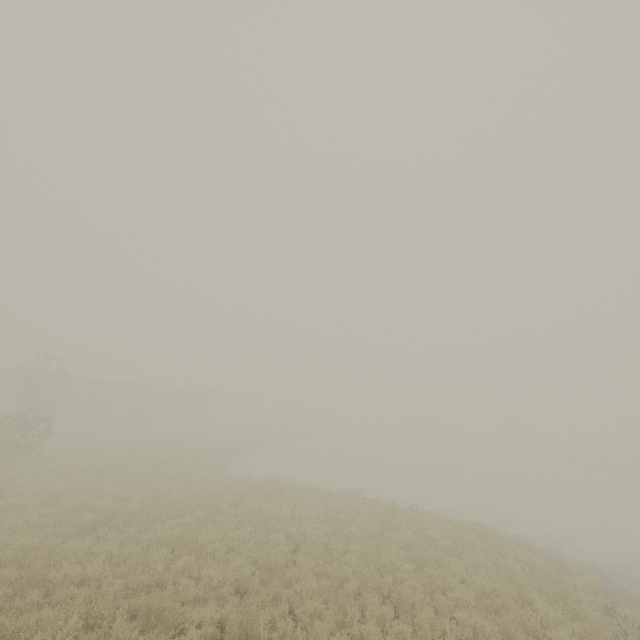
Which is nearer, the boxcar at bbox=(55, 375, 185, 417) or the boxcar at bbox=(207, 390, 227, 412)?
the boxcar at bbox=(55, 375, 185, 417)

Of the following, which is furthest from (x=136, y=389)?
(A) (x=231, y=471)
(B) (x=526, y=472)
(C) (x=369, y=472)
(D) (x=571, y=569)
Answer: (B) (x=526, y=472)

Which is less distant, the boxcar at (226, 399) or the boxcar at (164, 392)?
the boxcar at (164, 392)

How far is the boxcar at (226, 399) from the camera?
56.46m

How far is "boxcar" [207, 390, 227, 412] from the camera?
56.5m
